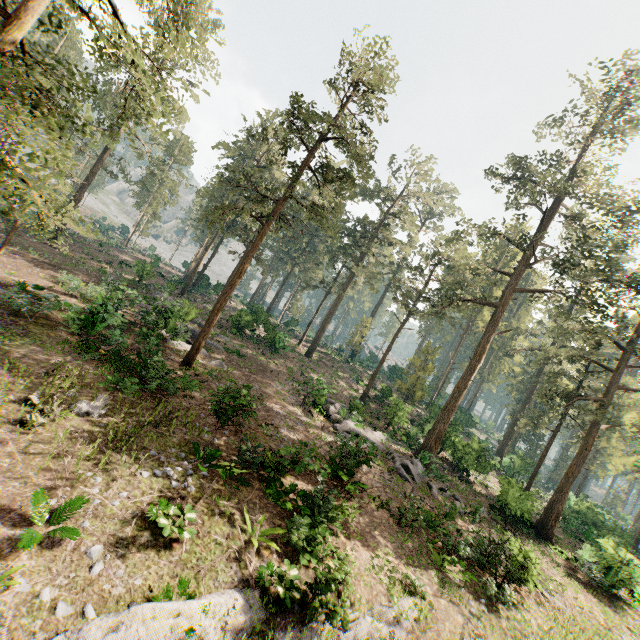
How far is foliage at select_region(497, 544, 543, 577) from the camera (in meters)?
13.74

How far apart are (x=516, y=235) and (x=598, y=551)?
30.24m

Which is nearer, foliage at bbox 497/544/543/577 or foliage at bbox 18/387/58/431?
foliage at bbox 18/387/58/431

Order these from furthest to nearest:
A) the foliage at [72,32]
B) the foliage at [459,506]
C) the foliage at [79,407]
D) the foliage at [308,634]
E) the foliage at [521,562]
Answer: the foliage at [459,506]
the foliage at [521,562]
the foliage at [79,407]
the foliage at [308,634]
the foliage at [72,32]

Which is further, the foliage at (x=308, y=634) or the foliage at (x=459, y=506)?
the foliage at (x=459, y=506)
